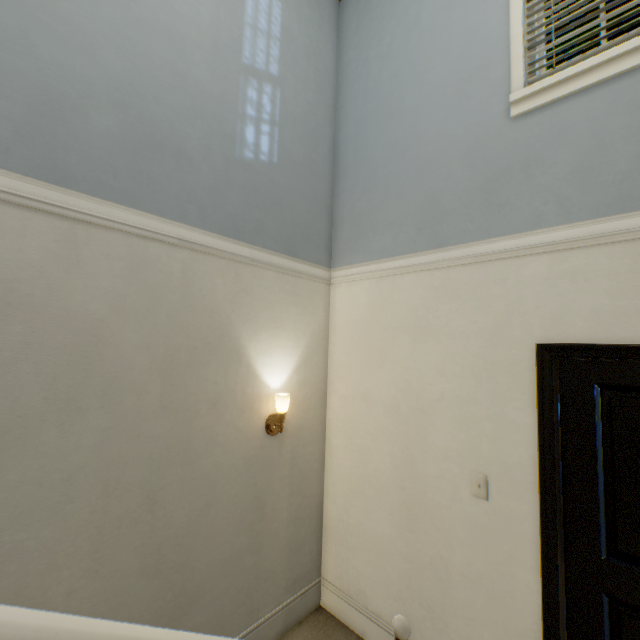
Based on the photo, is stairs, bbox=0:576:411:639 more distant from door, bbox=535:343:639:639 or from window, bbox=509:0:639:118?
window, bbox=509:0:639:118

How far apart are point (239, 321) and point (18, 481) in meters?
1.2 m

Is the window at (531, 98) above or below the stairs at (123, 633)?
above

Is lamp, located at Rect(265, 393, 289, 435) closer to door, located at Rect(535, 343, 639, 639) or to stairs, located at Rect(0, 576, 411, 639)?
stairs, located at Rect(0, 576, 411, 639)

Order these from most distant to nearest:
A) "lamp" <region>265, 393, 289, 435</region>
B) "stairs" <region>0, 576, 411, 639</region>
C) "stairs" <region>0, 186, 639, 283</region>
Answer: "lamp" <region>265, 393, 289, 435</region>, "stairs" <region>0, 186, 639, 283</region>, "stairs" <region>0, 576, 411, 639</region>

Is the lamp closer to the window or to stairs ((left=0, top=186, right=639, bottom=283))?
stairs ((left=0, top=186, right=639, bottom=283))

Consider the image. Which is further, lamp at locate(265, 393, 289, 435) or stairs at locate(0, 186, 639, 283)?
lamp at locate(265, 393, 289, 435)

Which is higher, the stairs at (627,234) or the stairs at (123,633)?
the stairs at (627,234)
